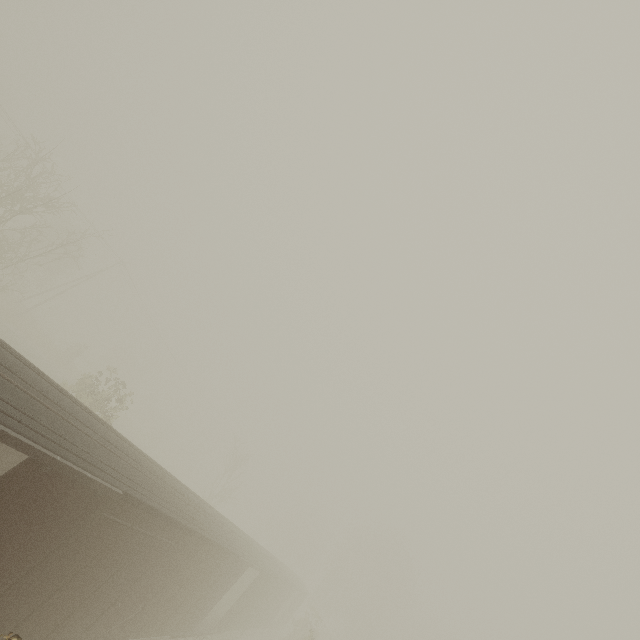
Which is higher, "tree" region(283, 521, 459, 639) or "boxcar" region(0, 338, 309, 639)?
"tree" region(283, 521, 459, 639)

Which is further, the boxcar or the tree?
the tree

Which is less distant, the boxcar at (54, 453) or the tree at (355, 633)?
the boxcar at (54, 453)

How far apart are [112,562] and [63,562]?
1.6m

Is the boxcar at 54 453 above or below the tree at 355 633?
below
